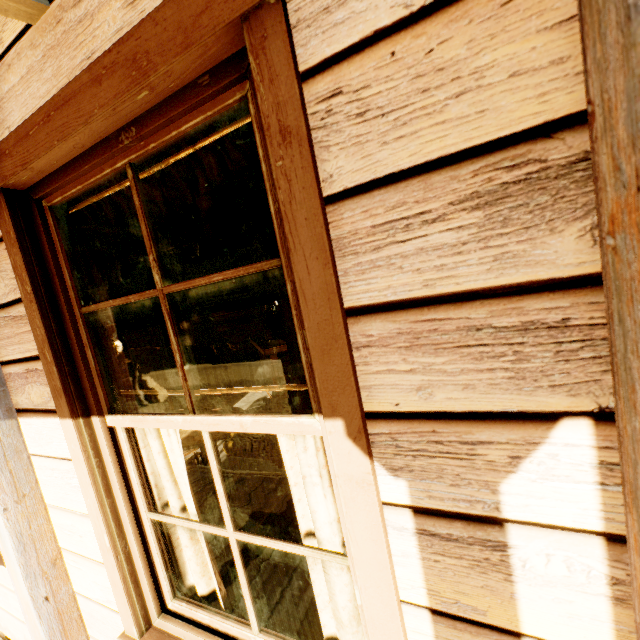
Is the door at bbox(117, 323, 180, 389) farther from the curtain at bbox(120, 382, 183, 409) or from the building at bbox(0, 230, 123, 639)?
the curtain at bbox(120, 382, 183, 409)

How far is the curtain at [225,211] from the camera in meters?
1.1 m

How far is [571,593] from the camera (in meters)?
0.68

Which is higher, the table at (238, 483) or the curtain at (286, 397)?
the curtain at (286, 397)

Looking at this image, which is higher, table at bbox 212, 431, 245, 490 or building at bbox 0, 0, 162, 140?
building at bbox 0, 0, 162, 140

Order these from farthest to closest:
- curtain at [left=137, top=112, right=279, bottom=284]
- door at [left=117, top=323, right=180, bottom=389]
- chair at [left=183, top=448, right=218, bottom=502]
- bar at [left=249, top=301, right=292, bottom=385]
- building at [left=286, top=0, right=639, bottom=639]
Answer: door at [left=117, top=323, right=180, bottom=389] < bar at [left=249, top=301, right=292, bottom=385] < chair at [left=183, top=448, right=218, bottom=502] < curtain at [left=137, top=112, right=279, bottom=284] < building at [left=286, top=0, right=639, bottom=639]

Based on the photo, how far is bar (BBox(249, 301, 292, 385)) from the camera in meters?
6.3

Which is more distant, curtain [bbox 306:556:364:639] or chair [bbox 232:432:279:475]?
chair [bbox 232:432:279:475]
